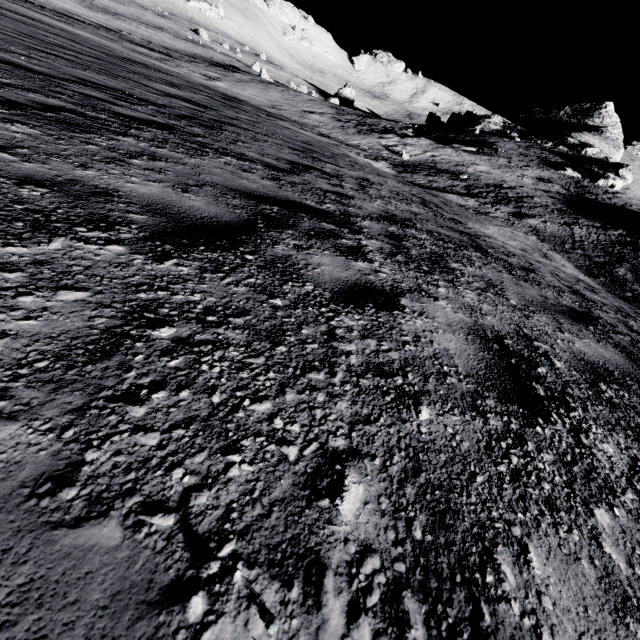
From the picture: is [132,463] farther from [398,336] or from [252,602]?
[398,336]
